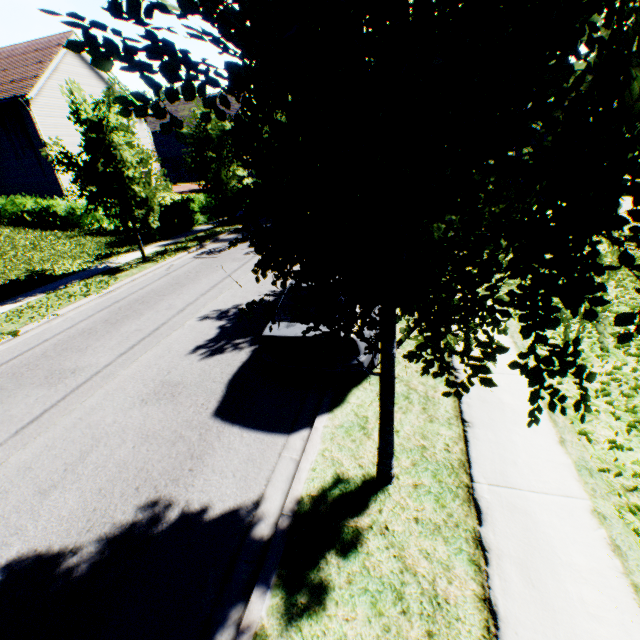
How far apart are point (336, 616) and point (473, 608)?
1.2m

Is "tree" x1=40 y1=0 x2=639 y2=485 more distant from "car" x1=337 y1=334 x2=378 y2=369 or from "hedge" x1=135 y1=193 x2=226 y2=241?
Answer: "car" x1=337 y1=334 x2=378 y2=369

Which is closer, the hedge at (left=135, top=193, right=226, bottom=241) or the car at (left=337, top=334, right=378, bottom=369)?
the car at (left=337, top=334, right=378, bottom=369)

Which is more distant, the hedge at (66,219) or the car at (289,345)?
the hedge at (66,219)

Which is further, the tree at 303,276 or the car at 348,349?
the car at 348,349

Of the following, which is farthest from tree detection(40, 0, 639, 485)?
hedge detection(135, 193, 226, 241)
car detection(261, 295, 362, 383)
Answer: car detection(261, 295, 362, 383)

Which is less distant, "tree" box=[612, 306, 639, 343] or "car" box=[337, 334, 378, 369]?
"tree" box=[612, 306, 639, 343]
